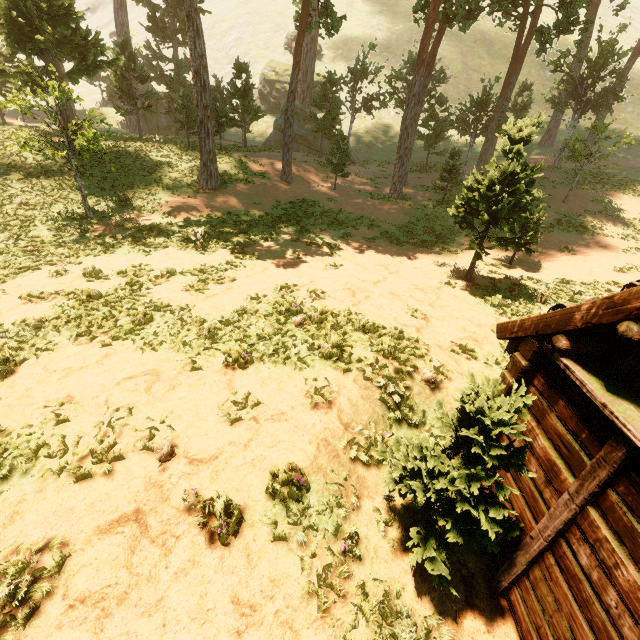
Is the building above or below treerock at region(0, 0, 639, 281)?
below

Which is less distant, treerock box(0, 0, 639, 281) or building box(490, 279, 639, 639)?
building box(490, 279, 639, 639)

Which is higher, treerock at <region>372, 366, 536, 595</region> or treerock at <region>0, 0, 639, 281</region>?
treerock at <region>0, 0, 639, 281</region>

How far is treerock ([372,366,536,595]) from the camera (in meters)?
3.69

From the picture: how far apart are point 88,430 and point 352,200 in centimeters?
2086cm

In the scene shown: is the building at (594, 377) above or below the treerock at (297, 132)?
below

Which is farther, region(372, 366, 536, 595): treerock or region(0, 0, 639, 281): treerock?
region(0, 0, 639, 281): treerock

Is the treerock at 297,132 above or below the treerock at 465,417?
above
